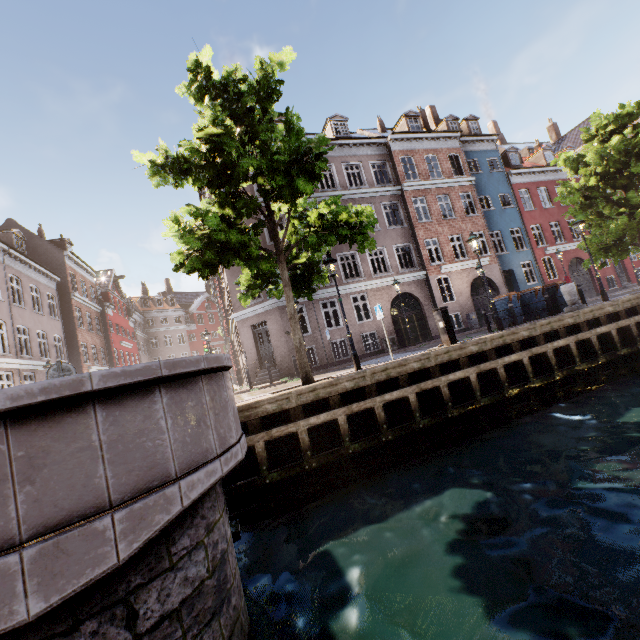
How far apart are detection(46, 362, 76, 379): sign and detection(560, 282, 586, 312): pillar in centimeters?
1578cm

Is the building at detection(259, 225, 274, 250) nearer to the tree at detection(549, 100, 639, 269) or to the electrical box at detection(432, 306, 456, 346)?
the tree at detection(549, 100, 639, 269)

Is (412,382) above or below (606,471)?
above

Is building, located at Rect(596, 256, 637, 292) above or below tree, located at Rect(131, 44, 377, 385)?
below

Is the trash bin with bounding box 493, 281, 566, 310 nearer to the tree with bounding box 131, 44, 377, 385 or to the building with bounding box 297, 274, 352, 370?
the tree with bounding box 131, 44, 377, 385

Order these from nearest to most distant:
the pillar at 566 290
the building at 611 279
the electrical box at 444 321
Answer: the electrical box at 444 321 → the pillar at 566 290 → the building at 611 279

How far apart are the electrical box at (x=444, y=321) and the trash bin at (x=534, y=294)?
6.29m

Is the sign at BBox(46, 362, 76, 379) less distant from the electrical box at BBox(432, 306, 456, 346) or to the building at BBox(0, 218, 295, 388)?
the electrical box at BBox(432, 306, 456, 346)
